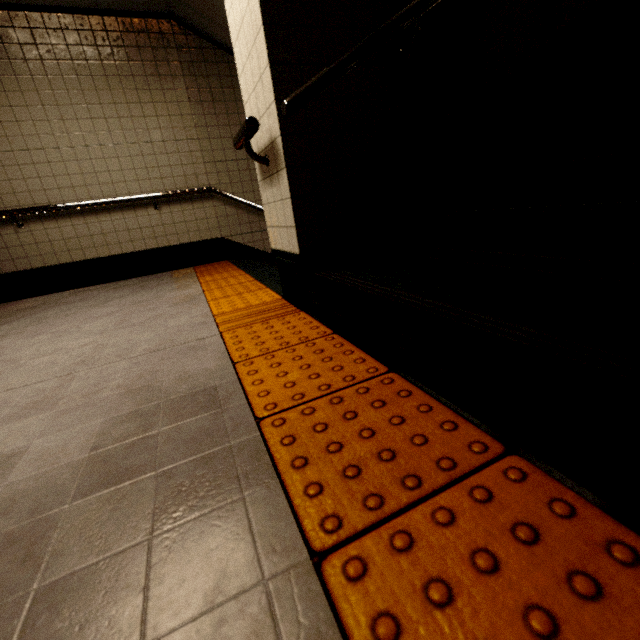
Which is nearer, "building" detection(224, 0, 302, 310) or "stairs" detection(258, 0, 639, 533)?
"stairs" detection(258, 0, 639, 533)

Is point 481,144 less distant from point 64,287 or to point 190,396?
point 190,396

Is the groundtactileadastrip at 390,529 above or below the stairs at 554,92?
below

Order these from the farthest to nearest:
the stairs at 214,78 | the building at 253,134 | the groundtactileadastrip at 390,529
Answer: the stairs at 214,78 → the building at 253,134 → the groundtactileadastrip at 390,529

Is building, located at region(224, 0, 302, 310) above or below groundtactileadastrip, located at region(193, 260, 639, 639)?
above

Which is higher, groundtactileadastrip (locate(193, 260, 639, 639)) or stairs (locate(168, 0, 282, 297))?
stairs (locate(168, 0, 282, 297))

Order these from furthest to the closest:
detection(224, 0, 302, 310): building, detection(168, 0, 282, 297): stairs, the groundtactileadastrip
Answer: detection(168, 0, 282, 297): stairs → detection(224, 0, 302, 310): building → the groundtactileadastrip

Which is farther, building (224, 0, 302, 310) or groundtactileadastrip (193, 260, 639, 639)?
building (224, 0, 302, 310)
